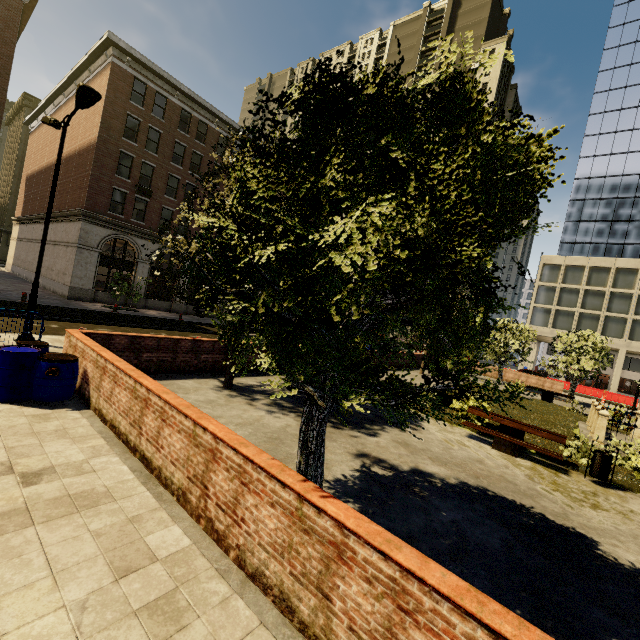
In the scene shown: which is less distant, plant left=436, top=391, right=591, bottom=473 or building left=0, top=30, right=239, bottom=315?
plant left=436, top=391, right=591, bottom=473

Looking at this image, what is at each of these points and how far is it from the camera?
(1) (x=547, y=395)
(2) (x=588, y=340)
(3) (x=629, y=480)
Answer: (1) bench, 22.4m
(2) tree, 25.1m
(3) plant, 9.0m

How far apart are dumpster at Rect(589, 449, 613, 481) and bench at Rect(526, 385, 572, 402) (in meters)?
15.85

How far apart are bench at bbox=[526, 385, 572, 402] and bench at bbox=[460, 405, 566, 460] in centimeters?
1558cm

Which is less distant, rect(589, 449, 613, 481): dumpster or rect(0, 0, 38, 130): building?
rect(589, 449, 613, 481): dumpster

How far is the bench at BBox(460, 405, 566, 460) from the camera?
A: 9.3 meters

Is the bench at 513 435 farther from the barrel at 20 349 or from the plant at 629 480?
the barrel at 20 349

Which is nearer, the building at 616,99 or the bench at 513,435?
the bench at 513,435
